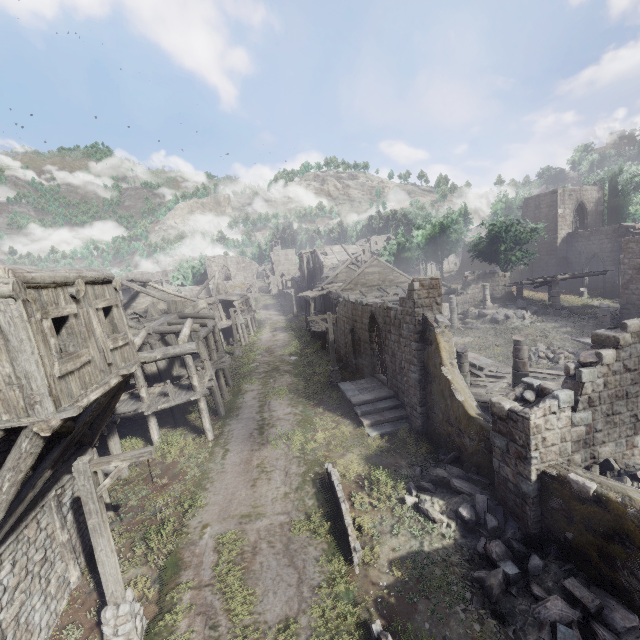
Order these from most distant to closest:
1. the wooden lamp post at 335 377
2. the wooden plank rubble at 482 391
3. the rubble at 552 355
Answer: the wooden lamp post at 335 377
the rubble at 552 355
the wooden plank rubble at 482 391

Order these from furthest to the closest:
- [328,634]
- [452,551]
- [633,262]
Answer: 1. [633,262]
2. [452,551]
3. [328,634]

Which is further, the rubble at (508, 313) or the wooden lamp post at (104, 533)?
the rubble at (508, 313)

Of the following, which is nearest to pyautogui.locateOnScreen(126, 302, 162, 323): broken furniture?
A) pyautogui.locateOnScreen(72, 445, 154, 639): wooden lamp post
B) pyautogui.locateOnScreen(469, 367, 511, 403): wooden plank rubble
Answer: pyautogui.locateOnScreen(72, 445, 154, 639): wooden lamp post

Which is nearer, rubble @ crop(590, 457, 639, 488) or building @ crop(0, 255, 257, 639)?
building @ crop(0, 255, 257, 639)

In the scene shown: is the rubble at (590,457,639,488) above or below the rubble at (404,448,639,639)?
above

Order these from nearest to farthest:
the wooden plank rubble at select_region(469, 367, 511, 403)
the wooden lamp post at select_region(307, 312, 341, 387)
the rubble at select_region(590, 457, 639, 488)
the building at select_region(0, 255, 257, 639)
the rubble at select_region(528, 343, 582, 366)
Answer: the building at select_region(0, 255, 257, 639) < the rubble at select_region(590, 457, 639, 488) < the wooden plank rubble at select_region(469, 367, 511, 403) < the rubble at select_region(528, 343, 582, 366) < the wooden lamp post at select_region(307, 312, 341, 387)

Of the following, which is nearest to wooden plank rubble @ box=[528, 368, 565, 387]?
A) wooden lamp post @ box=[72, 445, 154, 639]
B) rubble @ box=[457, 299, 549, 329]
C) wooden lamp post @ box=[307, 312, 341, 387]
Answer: wooden lamp post @ box=[307, 312, 341, 387]
